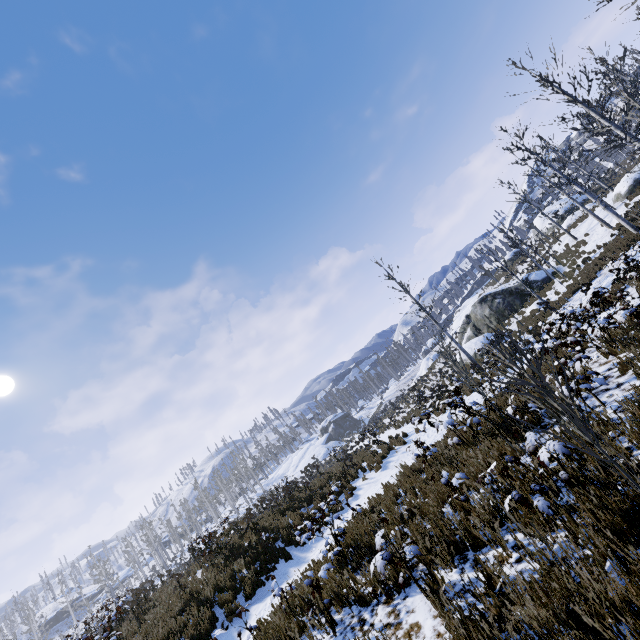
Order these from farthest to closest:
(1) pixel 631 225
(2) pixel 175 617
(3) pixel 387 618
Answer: (1) pixel 631 225 < (2) pixel 175 617 < (3) pixel 387 618

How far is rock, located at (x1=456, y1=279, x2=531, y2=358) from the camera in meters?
24.7

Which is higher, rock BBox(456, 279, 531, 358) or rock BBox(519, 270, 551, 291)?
rock BBox(519, 270, 551, 291)

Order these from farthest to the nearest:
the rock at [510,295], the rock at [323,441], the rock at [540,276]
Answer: the rock at [323,441] < the rock at [540,276] < the rock at [510,295]

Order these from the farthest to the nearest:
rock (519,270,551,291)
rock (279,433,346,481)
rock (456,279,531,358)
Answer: rock (279,433,346,481) → rock (519,270,551,291) → rock (456,279,531,358)

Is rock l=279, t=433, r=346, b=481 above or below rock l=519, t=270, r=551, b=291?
above

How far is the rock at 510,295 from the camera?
24.7 meters
